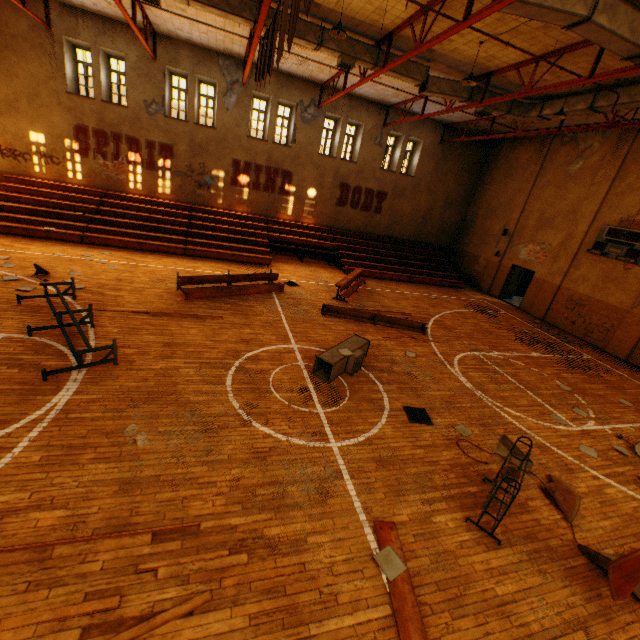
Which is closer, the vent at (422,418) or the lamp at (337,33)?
the vent at (422,418)

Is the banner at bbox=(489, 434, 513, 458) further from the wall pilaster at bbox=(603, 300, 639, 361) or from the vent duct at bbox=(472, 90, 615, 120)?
the wall pilaster at bbox=(603, 300, 639, 361)

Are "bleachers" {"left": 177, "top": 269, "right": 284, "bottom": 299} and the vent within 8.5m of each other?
yes

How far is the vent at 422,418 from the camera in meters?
7.0

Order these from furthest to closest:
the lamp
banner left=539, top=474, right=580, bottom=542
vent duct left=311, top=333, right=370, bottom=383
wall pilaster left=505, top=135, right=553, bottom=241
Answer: wall pilaster left=505, top=135, right=553, bottom=241
the lamp
vent duct left=311, top=333, right=370, bottom=383
banner left=539, top=474, right=580, bottom=542

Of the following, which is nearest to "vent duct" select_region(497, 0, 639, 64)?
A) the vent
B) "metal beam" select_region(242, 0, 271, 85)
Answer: "metal beam" select_region(242, 0, 271, 85)

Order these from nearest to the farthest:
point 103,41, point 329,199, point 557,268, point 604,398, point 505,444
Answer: point 505,444, point 604,398, point 103,41, point 557,268, point 329,199

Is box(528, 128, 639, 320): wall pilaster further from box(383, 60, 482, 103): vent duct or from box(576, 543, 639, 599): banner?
box(576, 543, 639, 599): banner
